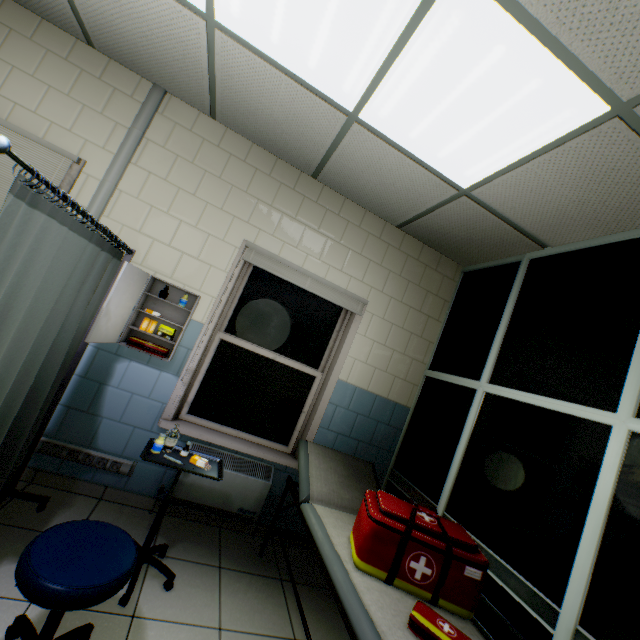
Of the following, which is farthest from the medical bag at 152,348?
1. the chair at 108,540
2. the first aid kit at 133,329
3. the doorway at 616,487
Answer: the doorway at 616,487

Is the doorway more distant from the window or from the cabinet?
the cabinet

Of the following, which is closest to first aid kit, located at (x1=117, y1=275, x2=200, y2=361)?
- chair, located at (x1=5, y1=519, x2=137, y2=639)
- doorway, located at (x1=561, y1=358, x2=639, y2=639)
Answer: chair, located at (x1=5, y1=519, x2=137, y2=639)

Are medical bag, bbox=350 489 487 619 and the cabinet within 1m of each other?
no

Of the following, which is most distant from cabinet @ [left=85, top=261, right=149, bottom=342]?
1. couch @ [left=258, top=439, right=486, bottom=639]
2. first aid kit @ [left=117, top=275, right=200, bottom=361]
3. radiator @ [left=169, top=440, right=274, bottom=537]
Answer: couch @ [left=258, top=439, right=486, bottom=639]

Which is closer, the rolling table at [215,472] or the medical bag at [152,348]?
the rolling table at [215,472]

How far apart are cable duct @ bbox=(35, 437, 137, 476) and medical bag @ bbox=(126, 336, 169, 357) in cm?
63

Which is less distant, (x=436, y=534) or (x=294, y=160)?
(x=436, y=534)
